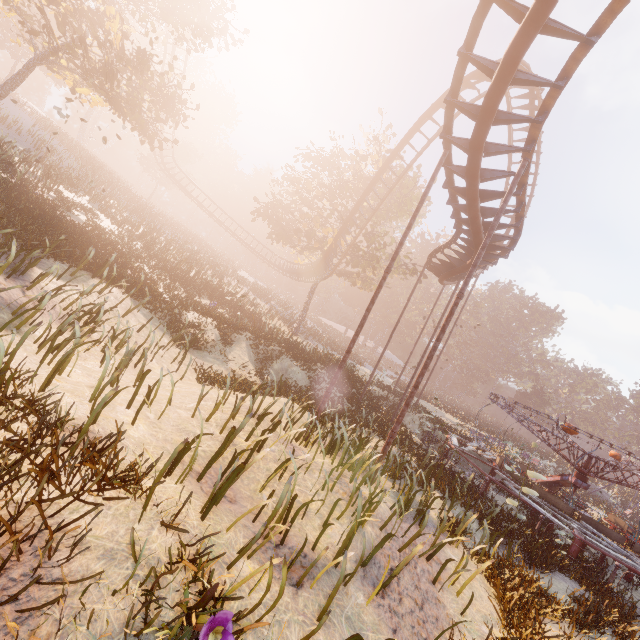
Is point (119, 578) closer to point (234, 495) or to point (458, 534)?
point (234, 495)

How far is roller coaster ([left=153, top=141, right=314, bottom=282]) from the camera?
37.59m

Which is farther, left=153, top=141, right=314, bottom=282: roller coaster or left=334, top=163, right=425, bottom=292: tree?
left=153, top=141, right=314, bottom=282: roller coaster

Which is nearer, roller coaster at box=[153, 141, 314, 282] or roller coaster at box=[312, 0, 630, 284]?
roller coaster at box=[312, 0, 630, 284]

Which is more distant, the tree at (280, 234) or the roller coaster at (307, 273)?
the roller coaster at (307, 273)

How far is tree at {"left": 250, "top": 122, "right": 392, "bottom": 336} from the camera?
26.1m

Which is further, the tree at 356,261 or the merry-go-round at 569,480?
the tree at 356,261
